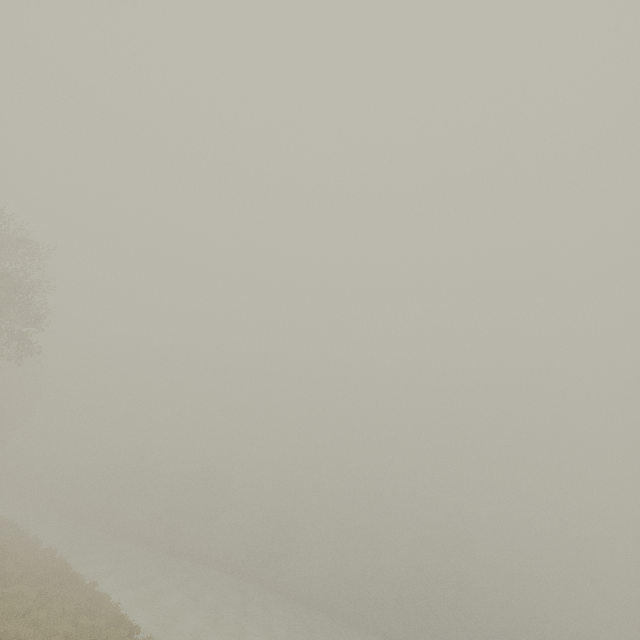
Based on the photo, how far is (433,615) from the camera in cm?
5909
